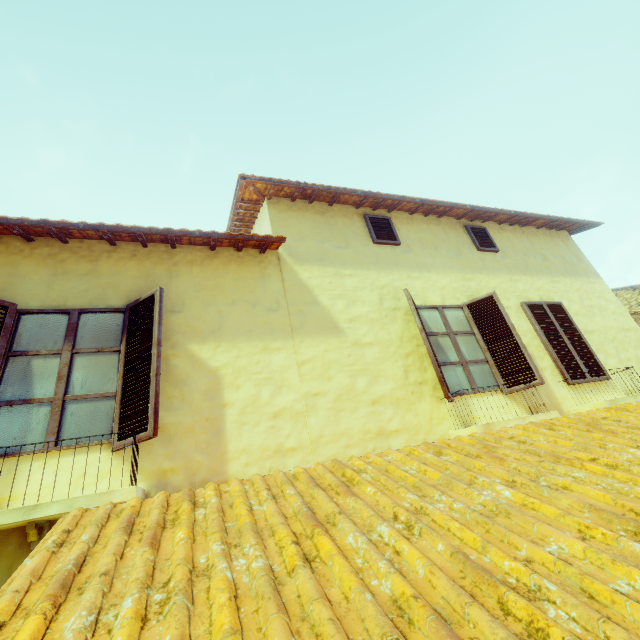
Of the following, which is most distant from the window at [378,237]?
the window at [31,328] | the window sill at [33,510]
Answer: the window sill at [33,510]

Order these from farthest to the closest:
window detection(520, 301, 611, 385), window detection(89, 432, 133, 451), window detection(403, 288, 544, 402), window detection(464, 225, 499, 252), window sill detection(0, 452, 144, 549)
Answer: window detection(464, 225, 499, 252) < window detection(520, 301, 611, 385) < window detection(403, 288, 544, 402) < window detection(89, 432, 133, 451) < window sill detection(0, 452, 144, 549)

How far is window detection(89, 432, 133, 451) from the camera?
3.03m

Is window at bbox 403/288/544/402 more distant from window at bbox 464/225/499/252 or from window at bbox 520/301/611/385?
window at bbox 464/225/499/252

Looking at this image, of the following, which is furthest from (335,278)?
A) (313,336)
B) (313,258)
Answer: (313,336)

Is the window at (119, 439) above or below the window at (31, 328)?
below

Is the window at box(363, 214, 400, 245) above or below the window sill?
above

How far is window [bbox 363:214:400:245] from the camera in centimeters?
589cm
